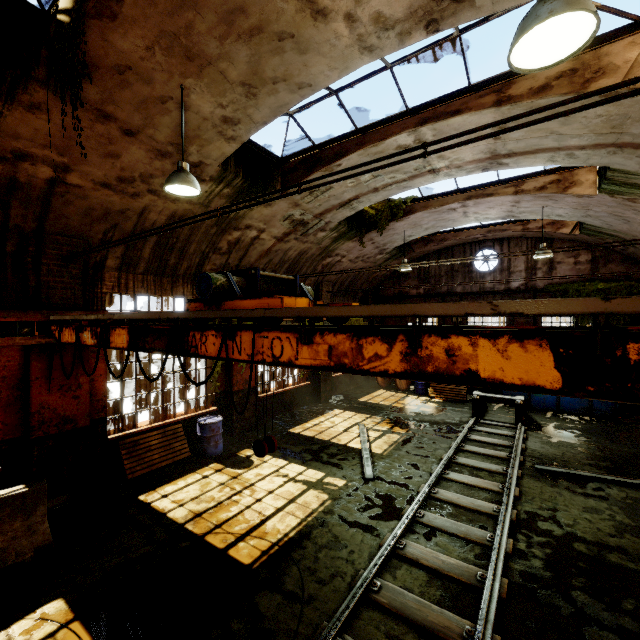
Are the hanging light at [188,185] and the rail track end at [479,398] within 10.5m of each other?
no

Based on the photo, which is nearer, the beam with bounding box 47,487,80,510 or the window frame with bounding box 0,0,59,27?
the window frame with bounding box 0,0,59,27

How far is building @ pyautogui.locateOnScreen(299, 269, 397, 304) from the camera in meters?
14.5 m

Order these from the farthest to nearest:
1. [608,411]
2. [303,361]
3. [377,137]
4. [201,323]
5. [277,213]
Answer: [608,411], [277,213], [377,137], [201,323], [303,361]

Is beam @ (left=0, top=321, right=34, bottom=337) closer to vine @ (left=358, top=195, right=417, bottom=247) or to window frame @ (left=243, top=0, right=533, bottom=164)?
vine @ (left=358, top=195, right=417, bottom=247)

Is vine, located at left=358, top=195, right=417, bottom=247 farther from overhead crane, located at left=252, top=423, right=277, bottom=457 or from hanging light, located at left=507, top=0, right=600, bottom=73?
hanging light, located at left=507, top=0, right=600, bottom=73

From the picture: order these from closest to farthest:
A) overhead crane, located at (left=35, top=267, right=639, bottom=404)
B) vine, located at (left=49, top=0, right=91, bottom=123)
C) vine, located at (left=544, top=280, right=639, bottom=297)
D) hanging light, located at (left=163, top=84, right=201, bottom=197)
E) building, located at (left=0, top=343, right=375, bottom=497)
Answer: overhead crane, located at (left=35, top=267, right=639, bottom=404) < vine, located at (left=49, top=0, right=91, bottom=123) < hanging light, located at (left=163, top=84, right=201, bottom=197) < building, located at (left=0, top=343, right=375, bottom=497) < vine, located at (left=544, top=280, right=639, bottom=297)

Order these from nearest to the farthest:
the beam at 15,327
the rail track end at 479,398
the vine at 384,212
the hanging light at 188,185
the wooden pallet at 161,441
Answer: the hanging light at 188,185, the beam at 15,327, the wooden pallet at 161,441, the rail track end at 479,398, the vine at 384,212
